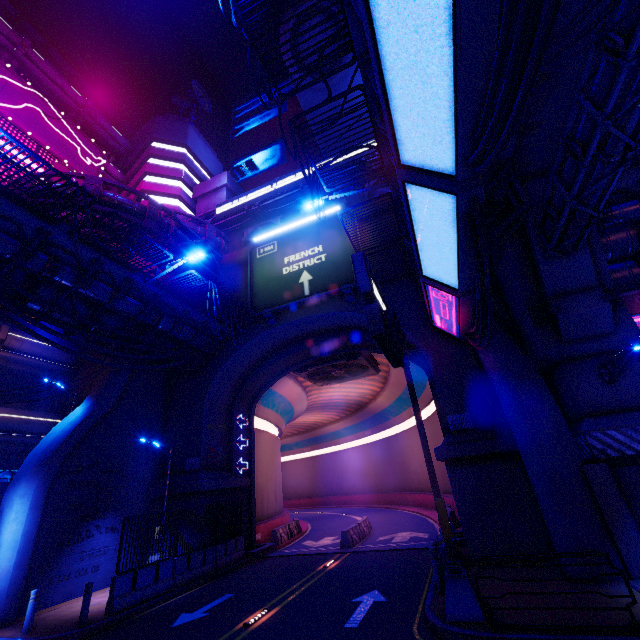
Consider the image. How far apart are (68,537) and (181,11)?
65.9m

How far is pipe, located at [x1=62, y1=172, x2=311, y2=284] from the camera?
16.6 meters

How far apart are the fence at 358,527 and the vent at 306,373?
10.0 meters

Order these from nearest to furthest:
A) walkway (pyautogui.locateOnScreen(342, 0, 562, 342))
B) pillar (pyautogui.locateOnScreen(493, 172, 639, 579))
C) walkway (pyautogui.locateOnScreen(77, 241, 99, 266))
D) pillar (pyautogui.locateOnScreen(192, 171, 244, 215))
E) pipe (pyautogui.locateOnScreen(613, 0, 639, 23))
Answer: walkway (pyautogui.locateOnScreen(342, 0, 562, 342)) → pipe (pyautogui.locateOnScreen(613, 0, 639, 23)) → pillar (pyautogui.locateOnScreen(493, 172, 639, 579)) → walkway (pyautogui.locateOnScreen(77, 241, 99, 266)) → pillar (pyautogui.locateOnScreen(192, 171, 244, 215))

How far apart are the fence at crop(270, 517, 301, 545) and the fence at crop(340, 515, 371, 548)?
4.6m

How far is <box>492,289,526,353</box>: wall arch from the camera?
14.3m

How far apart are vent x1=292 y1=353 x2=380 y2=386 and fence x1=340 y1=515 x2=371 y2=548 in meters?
10.0

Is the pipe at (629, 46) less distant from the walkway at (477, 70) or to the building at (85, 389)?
the walkway at (477, 70)
